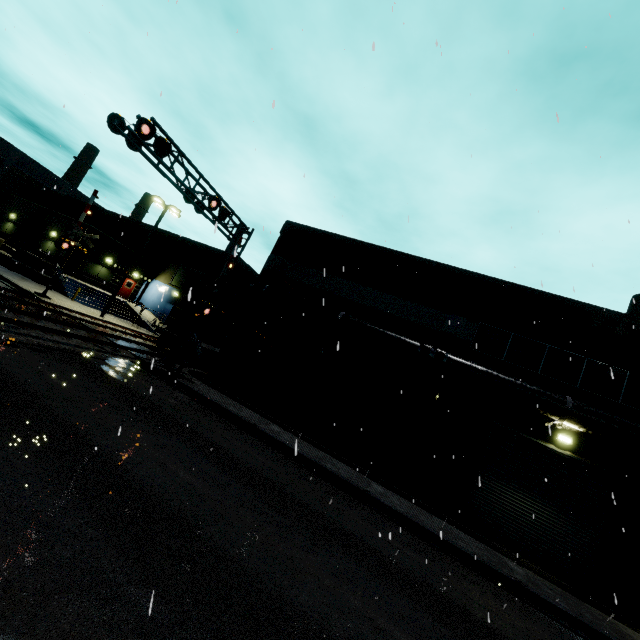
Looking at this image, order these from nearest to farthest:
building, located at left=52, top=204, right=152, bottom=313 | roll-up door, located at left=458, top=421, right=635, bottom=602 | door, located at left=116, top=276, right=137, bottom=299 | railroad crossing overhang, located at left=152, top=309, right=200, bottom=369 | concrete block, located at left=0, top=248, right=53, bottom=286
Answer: roll-up door, located at left=458, top=421, right=635, bottom=602 < railroad crossing overhang, located at left=152, top=309, right=200, bottom=369 < concrete block, located at left=0, top=248, right=53, bottom=286 < building, located at left=52, top=204, right=152, bottom=313 < door, located at left=116, top=276, right=137, bottom=299

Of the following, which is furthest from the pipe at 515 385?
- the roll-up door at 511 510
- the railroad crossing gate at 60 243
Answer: the railroad crossing gate at 60 243

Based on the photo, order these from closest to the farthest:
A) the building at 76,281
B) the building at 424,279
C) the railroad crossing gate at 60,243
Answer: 1. the building at 424,279
2. the railroad crossing gate at 60,243
3. the building at 76,281

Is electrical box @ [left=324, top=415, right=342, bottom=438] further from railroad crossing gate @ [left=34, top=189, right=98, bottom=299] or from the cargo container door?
railroad crossing gate @ [left=34, top=189, right=98, bottom=299]

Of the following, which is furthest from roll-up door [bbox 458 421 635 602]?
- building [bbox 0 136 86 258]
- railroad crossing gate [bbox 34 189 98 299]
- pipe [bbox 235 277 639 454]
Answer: railroad crossing gate [bbox 34 189 98 299]

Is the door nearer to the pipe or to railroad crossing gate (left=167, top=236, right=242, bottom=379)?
the pipe

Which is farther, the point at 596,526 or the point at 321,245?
the point at 321,245

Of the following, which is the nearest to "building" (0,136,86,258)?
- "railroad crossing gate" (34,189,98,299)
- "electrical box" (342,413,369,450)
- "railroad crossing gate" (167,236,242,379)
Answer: "electrical box" (342,413,369,450)
